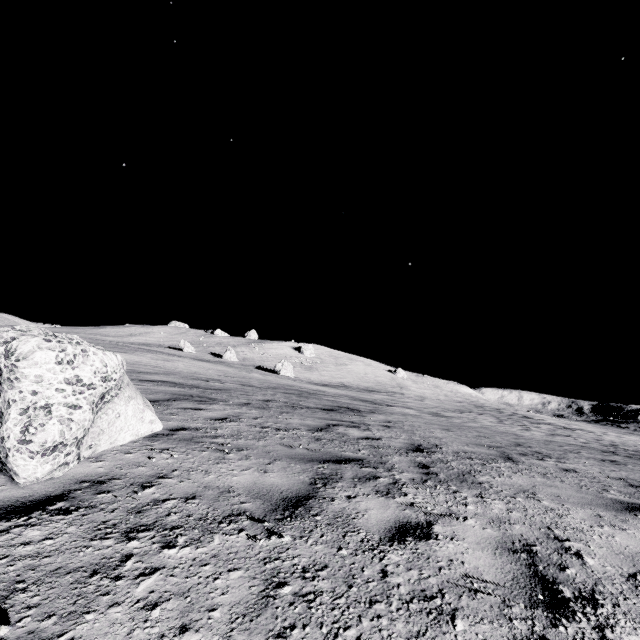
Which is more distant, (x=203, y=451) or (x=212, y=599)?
(x=203, y=451)

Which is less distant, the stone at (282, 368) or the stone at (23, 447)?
the stone at (23, 447)

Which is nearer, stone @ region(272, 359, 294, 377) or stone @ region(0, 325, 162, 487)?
stone @ region(0, 325, 162, 487)

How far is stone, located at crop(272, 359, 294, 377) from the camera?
42.8 meters

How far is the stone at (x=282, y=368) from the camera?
42.8m

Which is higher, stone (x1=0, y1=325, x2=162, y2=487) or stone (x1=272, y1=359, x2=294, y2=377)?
stone (x1=272, y1=359, x2=294, y2=377)
